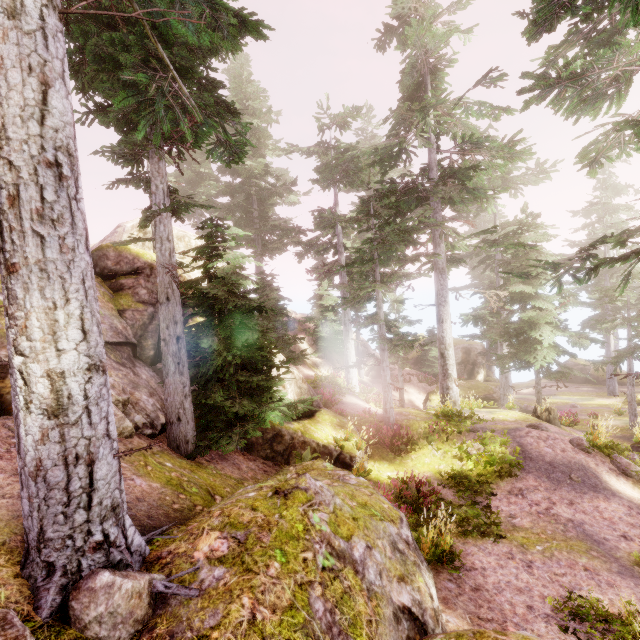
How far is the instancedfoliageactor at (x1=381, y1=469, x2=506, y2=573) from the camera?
6.8 meters

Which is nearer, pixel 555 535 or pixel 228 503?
pixel 228 503

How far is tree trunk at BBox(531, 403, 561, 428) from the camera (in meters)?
16.69

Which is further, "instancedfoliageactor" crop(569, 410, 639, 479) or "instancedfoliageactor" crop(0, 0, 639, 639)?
"instancedfoliageactor" crop(569, 410, 639, 479)

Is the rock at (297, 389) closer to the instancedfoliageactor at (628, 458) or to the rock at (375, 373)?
the instancedfoliageactor at (628, 458)

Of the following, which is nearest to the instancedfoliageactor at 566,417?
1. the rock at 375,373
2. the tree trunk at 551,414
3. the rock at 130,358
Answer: the rock at 130,358

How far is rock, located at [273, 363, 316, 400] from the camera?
11.90m

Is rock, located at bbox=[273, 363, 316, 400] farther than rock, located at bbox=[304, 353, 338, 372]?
No
